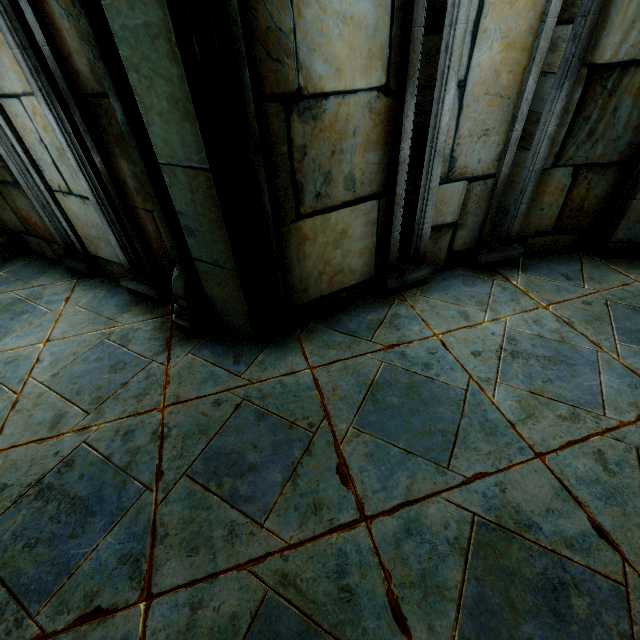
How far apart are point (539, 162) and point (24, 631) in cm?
386
